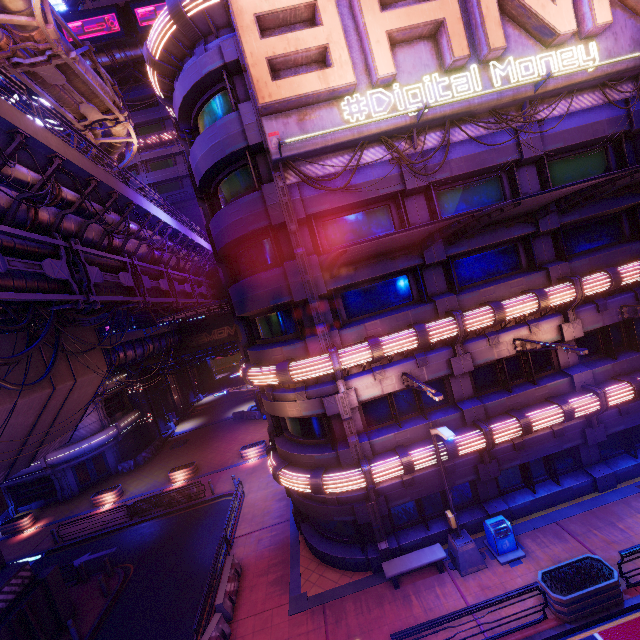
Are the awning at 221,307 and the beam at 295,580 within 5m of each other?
no

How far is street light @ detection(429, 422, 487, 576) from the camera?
11.5 meters

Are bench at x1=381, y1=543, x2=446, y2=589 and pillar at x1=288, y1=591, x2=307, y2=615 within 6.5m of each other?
yes

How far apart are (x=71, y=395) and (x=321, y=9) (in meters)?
19.68

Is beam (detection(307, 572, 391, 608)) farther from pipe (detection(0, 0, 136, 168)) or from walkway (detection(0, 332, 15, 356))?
pipe (detection(0, 0, 136, 168))

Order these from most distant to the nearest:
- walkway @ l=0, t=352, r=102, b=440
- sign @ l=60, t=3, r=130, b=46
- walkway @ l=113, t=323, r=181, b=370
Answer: sign @ l=60, t=3, r=130, b=46, walkway @ l=113, t=323, r=181, b=370, walkway @ l=0, t=352, r=102, b=440

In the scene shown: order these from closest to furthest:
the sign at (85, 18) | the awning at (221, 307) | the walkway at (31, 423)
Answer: the walkway at (31, 423) → the awning at (221, 307) → the sign at (85, 18)

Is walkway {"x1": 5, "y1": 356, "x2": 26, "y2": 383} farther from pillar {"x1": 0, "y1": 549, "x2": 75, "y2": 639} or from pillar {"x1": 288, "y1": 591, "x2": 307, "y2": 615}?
pillar {"x1": 288, "y1": 591, "x2": 307, "y2": 615}
